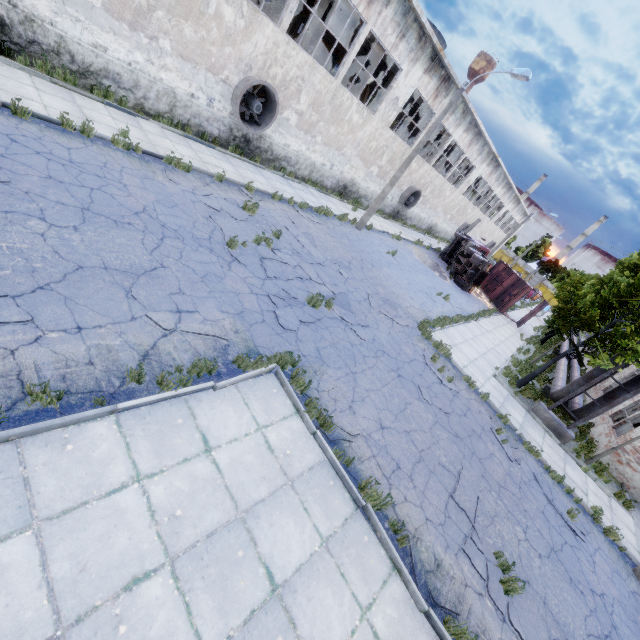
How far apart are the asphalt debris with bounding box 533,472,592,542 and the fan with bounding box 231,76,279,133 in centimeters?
1795cm

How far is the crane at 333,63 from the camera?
24.77m

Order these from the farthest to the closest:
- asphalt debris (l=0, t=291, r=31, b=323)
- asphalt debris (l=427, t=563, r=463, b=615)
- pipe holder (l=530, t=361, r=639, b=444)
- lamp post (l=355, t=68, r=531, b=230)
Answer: lamp post (l=355, t=68, r=531, b=230), pipe holder (l=530, t=361, r=639, b=444), asphalt debris (l=427, t=563, r=463, b=615), asphalt debris (l=0, t=291, r=31, b=323)

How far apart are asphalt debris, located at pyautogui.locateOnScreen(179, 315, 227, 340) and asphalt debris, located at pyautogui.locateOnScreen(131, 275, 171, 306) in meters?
0.2 m

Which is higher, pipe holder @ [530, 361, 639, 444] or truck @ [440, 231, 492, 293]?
truck @ [440, 231, 492, 293]

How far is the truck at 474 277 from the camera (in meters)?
24.73

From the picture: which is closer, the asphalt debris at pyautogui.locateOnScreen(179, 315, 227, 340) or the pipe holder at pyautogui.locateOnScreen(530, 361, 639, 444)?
the asphalt debris at pyautogui.locateOnScreen(179, 315, 227, 340)

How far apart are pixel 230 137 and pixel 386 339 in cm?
1258
